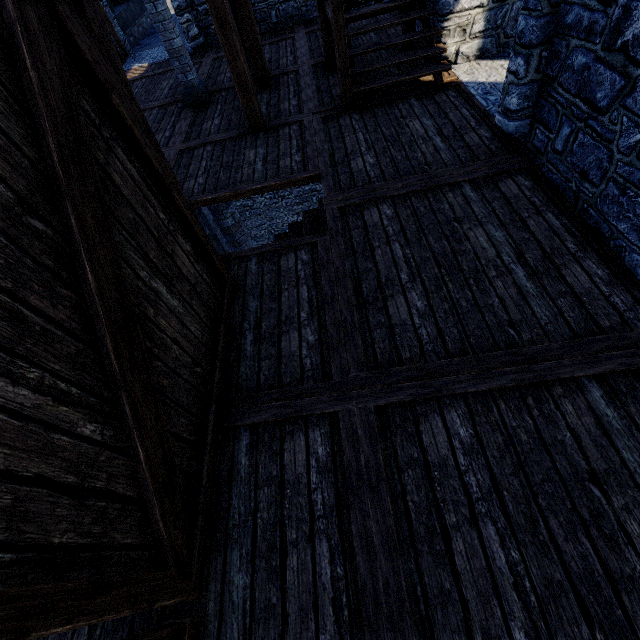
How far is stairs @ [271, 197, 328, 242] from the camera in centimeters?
550cm

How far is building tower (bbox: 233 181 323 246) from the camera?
15.73m

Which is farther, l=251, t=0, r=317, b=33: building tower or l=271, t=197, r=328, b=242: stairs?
l=251, t=0, r=317, b=33: building tower

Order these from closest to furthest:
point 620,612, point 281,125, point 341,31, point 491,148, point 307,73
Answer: point 620,612 < point 491,148 < point 341,31 < point 281,125 < point 307,73

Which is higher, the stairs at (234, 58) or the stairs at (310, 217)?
the stairs at (234, 58)

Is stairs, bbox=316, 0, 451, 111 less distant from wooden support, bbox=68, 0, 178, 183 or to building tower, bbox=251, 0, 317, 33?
building tower, bbox=251, 0, 317, 33

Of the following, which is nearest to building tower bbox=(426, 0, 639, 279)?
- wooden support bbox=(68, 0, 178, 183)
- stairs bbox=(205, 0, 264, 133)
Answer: stairs bbox=(205, 0, 264, 133)

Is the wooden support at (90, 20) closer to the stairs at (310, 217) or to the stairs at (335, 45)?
the stairs at (310, 217)
